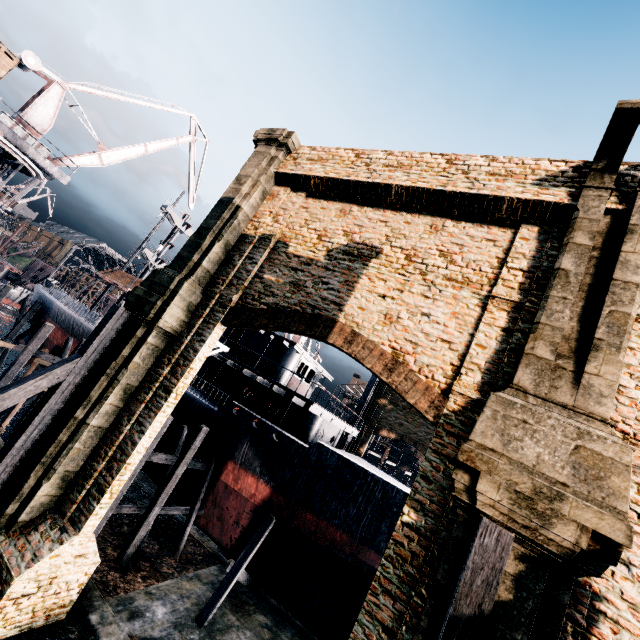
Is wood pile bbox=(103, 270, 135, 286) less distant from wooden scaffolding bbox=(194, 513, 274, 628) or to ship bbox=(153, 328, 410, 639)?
ship bbox=(153, 328, 410, 639)

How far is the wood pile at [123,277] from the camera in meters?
29.9

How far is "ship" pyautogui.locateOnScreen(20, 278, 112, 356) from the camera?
27.67m

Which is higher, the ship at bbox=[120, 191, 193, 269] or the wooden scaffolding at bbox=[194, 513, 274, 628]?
the ship at bbox=[120, 191, 193, 269]

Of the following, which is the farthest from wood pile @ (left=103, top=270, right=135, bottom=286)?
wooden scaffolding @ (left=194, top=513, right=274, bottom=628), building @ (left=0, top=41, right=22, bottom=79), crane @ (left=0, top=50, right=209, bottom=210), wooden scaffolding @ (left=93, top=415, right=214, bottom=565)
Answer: wooden scaffolding @ (left=194, top=513, right=274, bottom=628)

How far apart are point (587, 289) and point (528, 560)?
5.8m

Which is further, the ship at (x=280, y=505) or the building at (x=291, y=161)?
the ship at (x=280, y=505)

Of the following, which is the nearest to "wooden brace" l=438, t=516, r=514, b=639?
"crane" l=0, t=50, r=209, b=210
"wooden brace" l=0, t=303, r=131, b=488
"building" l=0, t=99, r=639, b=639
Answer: "building" l=0, t=99, r=639, b=639
